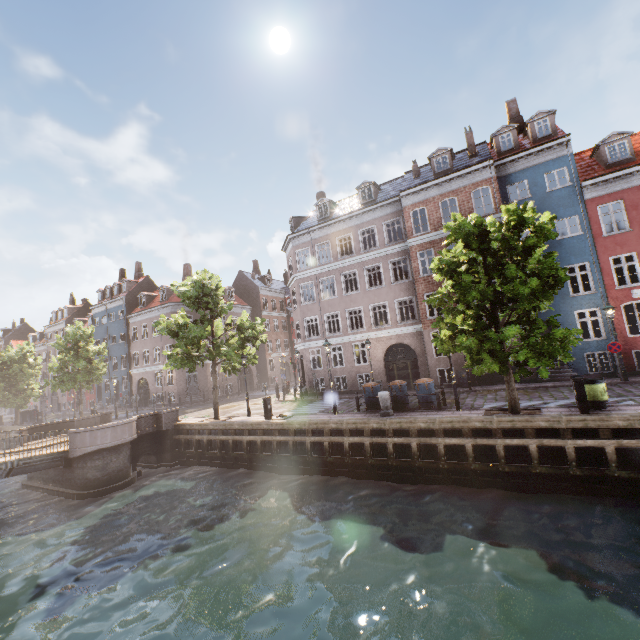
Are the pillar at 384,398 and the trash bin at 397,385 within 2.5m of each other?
yes

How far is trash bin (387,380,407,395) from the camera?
15.7 meters

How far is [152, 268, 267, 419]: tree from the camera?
18.5 meters

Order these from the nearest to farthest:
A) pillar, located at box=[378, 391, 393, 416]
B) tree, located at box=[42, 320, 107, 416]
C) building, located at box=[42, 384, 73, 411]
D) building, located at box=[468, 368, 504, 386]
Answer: pillar, located at box=[378, 391, 393, 416]
building, located at box=[468, 368, 504, 386]
tree, located at box=[42, 320, 107, 416]
building, located at box=[42, 384, 73, 411]

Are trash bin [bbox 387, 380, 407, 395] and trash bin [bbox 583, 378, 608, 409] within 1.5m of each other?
no

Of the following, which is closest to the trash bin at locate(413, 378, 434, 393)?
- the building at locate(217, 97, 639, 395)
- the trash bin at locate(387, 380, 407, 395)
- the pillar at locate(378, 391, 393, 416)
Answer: the trash bin at locate(387, 380, 407, 395)

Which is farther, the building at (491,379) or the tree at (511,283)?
the building at (491,379)

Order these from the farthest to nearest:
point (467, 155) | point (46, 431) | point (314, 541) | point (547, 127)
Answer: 1. point (467, 155)
2. point (46, 431)
3. point (547, 127)
4. point (314, 541)
